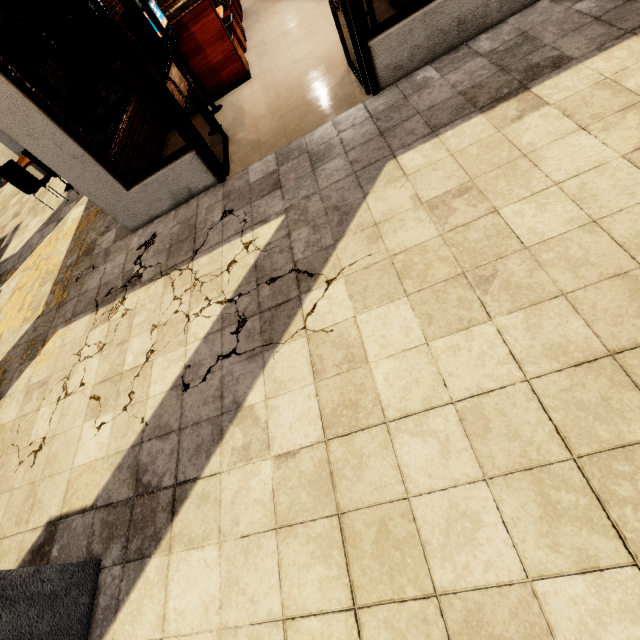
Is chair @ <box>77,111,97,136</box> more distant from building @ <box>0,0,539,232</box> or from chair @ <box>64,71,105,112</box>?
building @ <box>0,0,539,232</box>

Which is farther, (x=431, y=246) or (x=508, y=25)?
(x=508, y=25)

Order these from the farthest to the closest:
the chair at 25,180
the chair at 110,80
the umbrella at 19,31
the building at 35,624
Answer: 1. the chair at 110,80
2. the chair at 25,180
3. the umbrella at 19,31
4. the building at 35,624

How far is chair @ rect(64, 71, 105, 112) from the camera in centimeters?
762cm

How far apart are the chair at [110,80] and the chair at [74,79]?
1.4m

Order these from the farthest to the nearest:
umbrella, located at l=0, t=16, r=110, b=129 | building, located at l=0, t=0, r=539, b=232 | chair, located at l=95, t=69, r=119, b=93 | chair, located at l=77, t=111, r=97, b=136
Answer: chair, located at l=95, t=69, r=119, b=93
chair, located at l=77, t=111, r=97, b=136
umbrella, located at l=0, t=16, r=110, b=129
building, located at l=0, t=0, r=539, b=232

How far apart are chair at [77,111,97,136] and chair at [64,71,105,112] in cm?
90

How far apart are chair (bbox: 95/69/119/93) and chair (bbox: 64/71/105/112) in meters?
1.4 m
